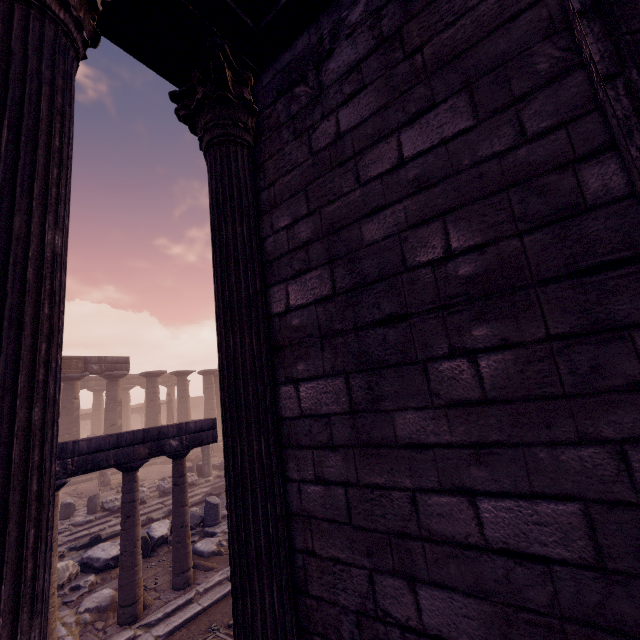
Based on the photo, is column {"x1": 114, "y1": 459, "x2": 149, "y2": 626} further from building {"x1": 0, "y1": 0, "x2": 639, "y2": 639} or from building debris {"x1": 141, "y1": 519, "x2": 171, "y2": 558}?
building {"x1": 0, "y1": 0, "x2": 639, "y2": 639}

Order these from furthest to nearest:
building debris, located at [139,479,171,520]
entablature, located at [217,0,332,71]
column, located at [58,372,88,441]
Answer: column, located at [58,372,88,441], building debris, located at [139,479,171,520], entablature, located at [217,0,332,71]

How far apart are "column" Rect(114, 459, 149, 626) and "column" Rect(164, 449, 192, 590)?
0.44m

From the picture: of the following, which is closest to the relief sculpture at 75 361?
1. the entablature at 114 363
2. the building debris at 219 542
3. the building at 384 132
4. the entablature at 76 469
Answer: the entablature at 114 363

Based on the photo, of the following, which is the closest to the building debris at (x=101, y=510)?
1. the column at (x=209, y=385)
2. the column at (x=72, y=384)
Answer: the column at (x=72, y=384)

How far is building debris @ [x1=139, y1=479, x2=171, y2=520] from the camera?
12.2m

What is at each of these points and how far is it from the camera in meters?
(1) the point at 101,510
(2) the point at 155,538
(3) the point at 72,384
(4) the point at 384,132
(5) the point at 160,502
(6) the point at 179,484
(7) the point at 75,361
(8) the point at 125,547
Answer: (1) building debris, 12.0
(2) building debris, 7.8
(3) column, 18.6
(4) building, 2.1
(5) building debris, 12.8
(6) column, 6.6
(7) relief sculpture, 18.7
(8) column, 5.6

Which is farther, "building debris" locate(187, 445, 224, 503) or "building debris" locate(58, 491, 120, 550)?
"building debris" locate(187, 445, 224, 503)
